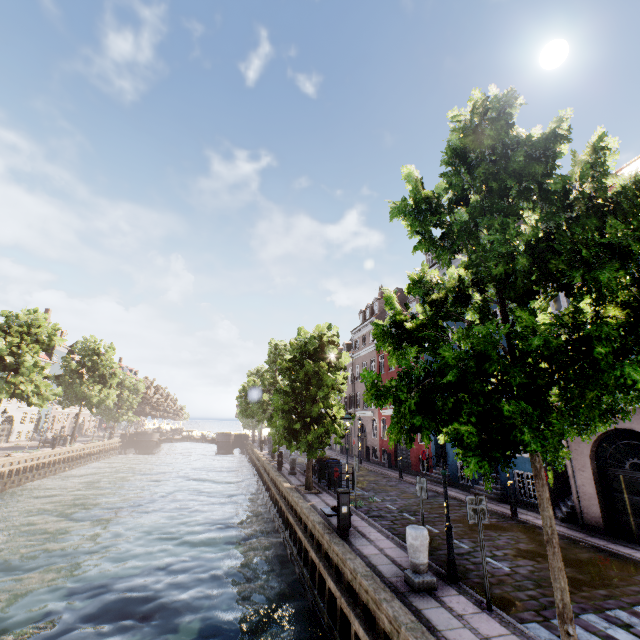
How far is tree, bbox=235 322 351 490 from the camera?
15.99m

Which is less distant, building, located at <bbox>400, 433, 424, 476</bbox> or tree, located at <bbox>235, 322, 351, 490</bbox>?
tree, located at <bbox>235, 322, 351, 490</bbox>

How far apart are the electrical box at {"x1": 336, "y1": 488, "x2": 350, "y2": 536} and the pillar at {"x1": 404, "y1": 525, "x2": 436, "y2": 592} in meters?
3.0

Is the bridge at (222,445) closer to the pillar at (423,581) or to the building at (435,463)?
the building at (435,463)

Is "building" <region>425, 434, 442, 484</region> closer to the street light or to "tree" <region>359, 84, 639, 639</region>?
the street light

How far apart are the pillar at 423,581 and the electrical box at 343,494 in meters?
3.0

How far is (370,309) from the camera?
34.9m
